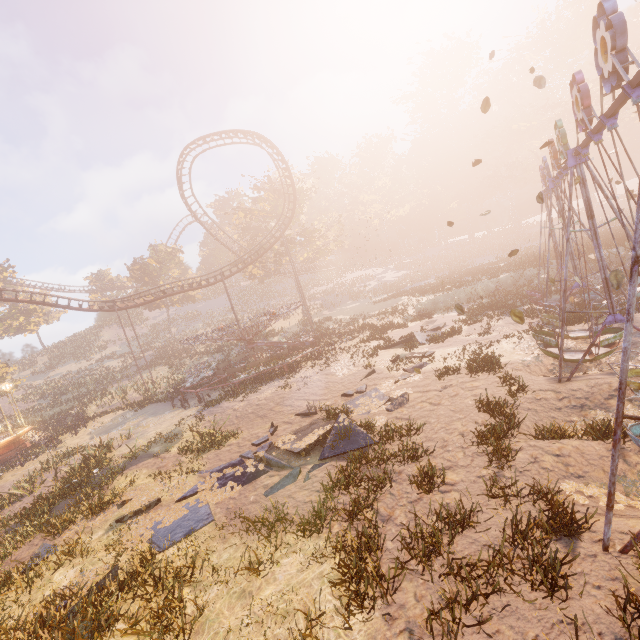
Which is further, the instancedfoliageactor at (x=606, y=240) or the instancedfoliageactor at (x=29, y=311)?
the instancedfoliageactor at (x=29, y=311)

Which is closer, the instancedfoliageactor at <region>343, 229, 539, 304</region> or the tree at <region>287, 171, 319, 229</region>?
the instancedfoliageactor at <region>343, 229, 539, 304</region>

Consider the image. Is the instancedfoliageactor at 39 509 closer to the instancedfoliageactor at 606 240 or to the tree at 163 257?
the instancedfoliageactor at 606 240

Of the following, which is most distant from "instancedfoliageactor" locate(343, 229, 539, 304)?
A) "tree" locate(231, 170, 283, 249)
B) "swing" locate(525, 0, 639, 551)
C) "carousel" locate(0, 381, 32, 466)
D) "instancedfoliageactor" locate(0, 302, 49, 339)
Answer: "instancedfoliageactor" locate(0, 302, 49, 339)

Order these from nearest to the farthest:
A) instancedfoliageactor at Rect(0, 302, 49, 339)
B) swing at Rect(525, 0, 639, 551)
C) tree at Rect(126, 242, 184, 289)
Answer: swing at Rect(525, 0, 639, 551) → instancedfoliageactor at Rect(0, 302, 49, 339) → tree at Rect(126, 242, 184, 289)

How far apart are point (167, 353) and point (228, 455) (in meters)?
39.26

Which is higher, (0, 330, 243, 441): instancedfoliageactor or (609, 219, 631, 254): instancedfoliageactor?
(0, 330, 243, 441): instancedfoliageactor

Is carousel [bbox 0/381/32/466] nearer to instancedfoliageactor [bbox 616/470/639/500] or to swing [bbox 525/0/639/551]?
swing [bbox 525/0/639/551]
